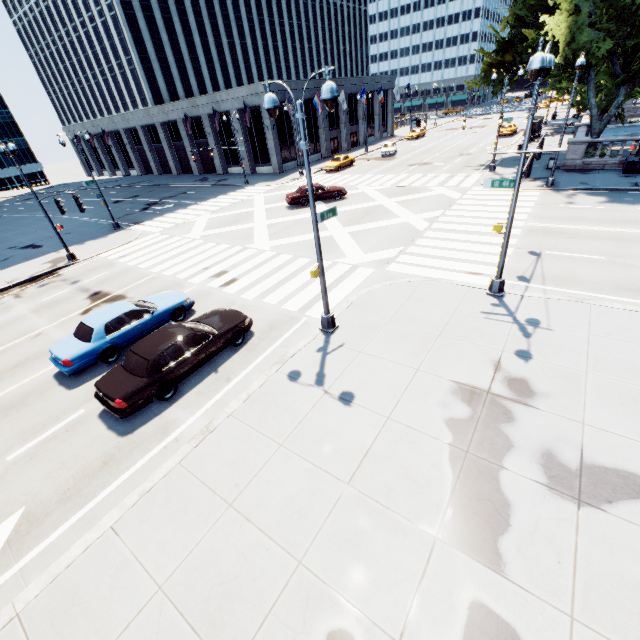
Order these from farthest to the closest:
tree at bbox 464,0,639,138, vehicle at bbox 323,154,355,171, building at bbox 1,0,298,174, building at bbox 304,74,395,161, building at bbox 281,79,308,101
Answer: building at bbox 304,74,395,161, building at bbox 1,0,298,174, building at bbox 281,79,308,101, vehicle at bbox 323,154,355,171, tree at bbox 464,0,639,138

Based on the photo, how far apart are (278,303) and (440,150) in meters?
40.4

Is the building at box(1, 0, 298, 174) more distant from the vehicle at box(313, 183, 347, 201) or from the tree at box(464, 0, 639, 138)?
the tree at box(464, 0, 639, 138)

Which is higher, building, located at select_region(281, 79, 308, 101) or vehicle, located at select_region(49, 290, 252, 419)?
building, located at select_region(281, 79, 308, 101)

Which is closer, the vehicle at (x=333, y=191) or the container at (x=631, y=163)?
the container at (x=631, y=163)

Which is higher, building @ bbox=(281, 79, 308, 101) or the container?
building @ bbox=(281, 79, 308, 101)

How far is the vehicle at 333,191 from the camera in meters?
26.9 m
